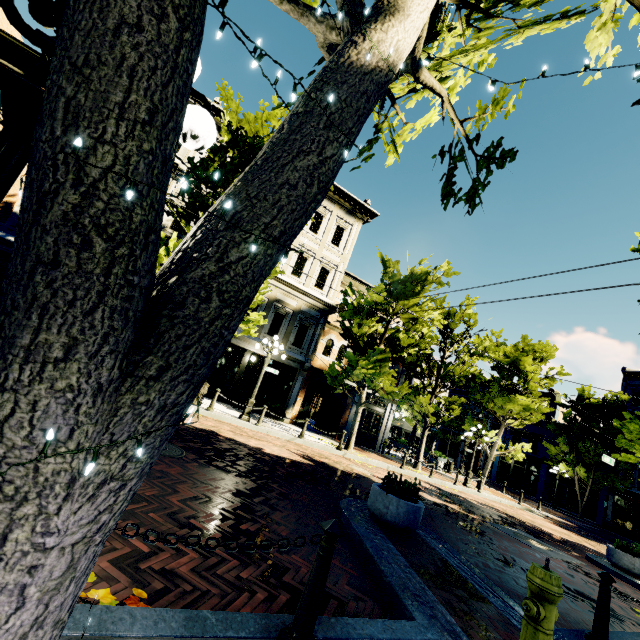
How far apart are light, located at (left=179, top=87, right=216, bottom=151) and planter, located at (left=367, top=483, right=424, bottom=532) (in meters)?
6.15

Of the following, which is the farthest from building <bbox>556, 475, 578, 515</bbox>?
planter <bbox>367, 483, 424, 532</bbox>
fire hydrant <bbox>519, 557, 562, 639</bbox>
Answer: fire hydrant <bbox>519, 557, 562, 639</bbox>

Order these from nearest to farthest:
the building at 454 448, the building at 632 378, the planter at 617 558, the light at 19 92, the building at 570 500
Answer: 1. the light at 19 92
2. the planter at 617 558
3. the building at 632 378
4. the building at 570 500
5. the building at 454 448

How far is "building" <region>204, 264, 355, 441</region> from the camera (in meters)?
16.77

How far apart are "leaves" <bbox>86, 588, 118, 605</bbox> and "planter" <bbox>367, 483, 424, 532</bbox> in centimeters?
446cm

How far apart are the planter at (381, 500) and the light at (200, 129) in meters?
6.1 m

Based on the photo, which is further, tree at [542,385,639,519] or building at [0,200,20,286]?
building at [0,200,20,286]

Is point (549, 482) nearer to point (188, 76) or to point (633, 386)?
point (633, 386)
